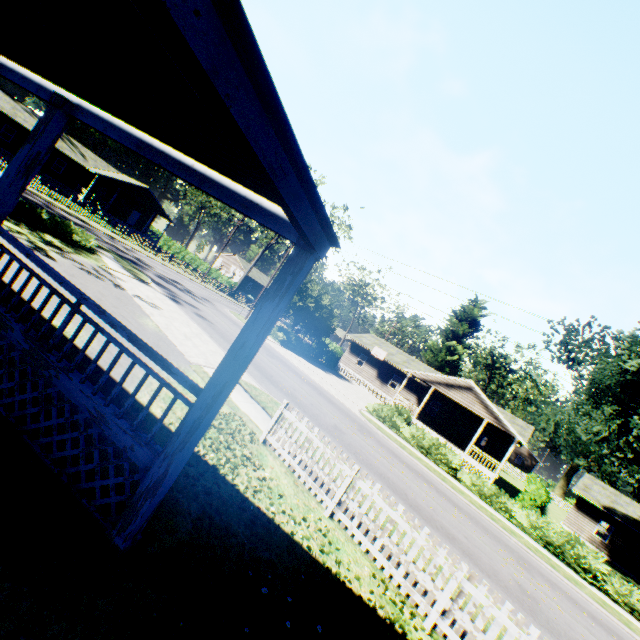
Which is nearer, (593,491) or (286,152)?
(286,152)

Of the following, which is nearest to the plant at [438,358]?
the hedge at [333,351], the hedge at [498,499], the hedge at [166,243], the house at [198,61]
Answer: the house at [198,61]

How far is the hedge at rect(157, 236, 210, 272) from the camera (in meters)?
50.44

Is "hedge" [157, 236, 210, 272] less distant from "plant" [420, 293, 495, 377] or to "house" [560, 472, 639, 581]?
"plant" [420, 293, 495, 377]

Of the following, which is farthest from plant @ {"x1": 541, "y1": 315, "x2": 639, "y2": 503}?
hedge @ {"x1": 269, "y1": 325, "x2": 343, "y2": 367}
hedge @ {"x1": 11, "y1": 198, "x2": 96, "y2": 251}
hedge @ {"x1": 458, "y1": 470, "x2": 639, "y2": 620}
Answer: hedge @ {"x1": 11, "y1": 198, "x2": 96, "y2": 251}

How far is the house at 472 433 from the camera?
27.02m

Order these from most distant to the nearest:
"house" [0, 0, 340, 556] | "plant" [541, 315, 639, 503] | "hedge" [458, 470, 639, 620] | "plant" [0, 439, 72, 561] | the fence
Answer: "plant" [541, 315, 639, 503]
"hedge" [458, 470, 639, 620]
the fence
"plant" [0, 439, 72, 561]
"house" [0, 0, 340, 556]

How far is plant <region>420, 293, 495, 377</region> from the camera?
46.0 meters
